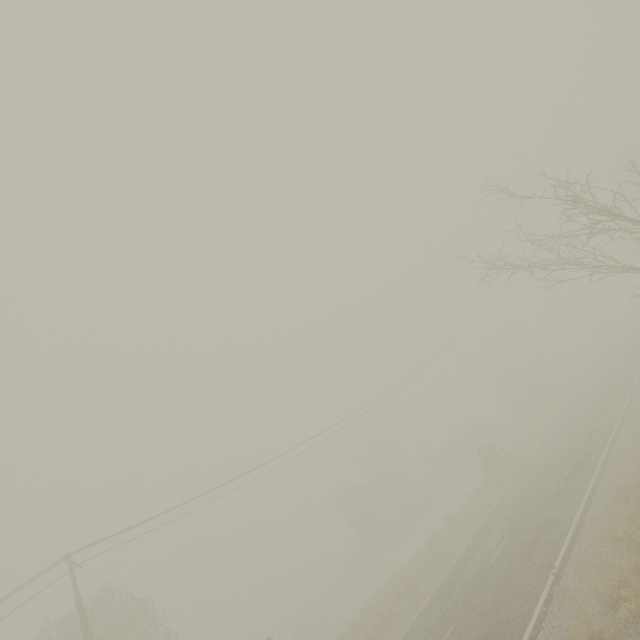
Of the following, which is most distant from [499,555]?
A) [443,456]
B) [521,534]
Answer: [443,456]
